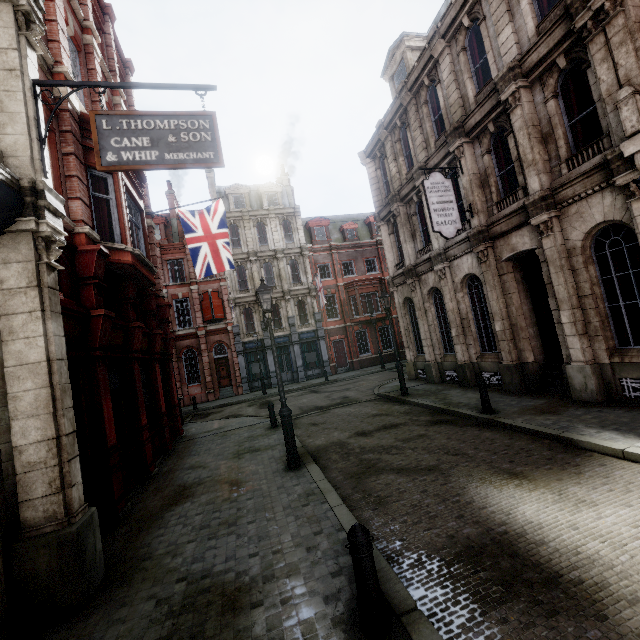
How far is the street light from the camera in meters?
7.9 m

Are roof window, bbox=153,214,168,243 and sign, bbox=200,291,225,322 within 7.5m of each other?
yes

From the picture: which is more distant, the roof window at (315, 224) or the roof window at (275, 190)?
the roof window at (315, 224)

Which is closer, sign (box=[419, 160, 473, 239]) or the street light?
the street light

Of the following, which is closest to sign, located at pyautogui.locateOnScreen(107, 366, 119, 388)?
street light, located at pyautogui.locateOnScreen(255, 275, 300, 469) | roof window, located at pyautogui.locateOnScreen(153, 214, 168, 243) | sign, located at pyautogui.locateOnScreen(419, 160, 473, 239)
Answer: street light, located at pyautogui.locateOnScreen(255, 275, 300, 469)

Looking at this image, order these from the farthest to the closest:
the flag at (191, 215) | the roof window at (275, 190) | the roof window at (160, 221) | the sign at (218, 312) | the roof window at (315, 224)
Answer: the roof window at (315, 224) < the roof window at (275, 190) < the roof window at (160, 221) < the sign at (218, 312) < the flag at (191, 215)

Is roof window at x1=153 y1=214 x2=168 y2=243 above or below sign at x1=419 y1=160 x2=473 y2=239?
above

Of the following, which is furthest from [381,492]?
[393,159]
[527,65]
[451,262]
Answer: [393,159]
